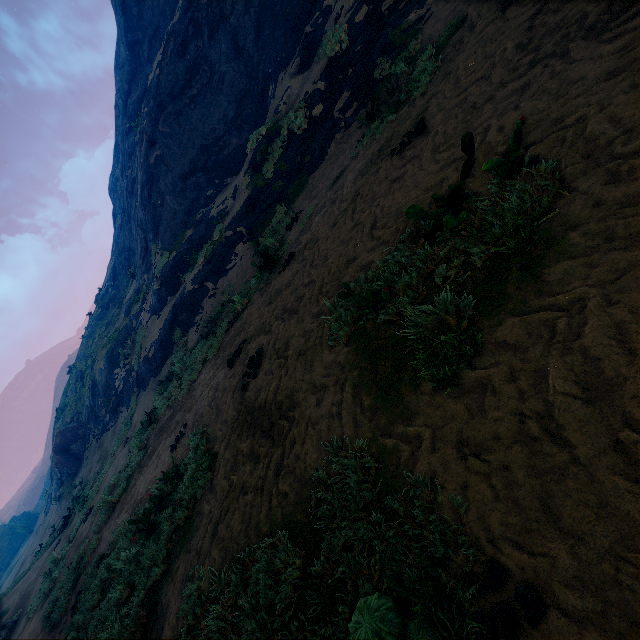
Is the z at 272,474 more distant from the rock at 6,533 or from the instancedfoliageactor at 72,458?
the rock at 6,533

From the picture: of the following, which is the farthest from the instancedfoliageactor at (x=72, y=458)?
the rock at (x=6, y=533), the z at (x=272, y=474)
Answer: the rock at (x=6, y=533)

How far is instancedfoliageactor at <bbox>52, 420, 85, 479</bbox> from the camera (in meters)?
25.00

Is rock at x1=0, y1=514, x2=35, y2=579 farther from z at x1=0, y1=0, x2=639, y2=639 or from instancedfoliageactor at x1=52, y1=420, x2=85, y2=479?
instancedfoliageactor at x1=52, y1=420, x2=85, y2=479

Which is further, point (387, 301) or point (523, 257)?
point (387, 301)

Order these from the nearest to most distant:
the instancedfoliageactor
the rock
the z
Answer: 1. the z
2. the instancedfoliageactor
3. the rock

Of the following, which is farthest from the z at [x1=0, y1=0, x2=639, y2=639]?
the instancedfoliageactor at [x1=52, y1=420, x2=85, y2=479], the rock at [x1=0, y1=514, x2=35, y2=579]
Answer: the rock at [x1=0, y1=514, x2=35, y2=579]
